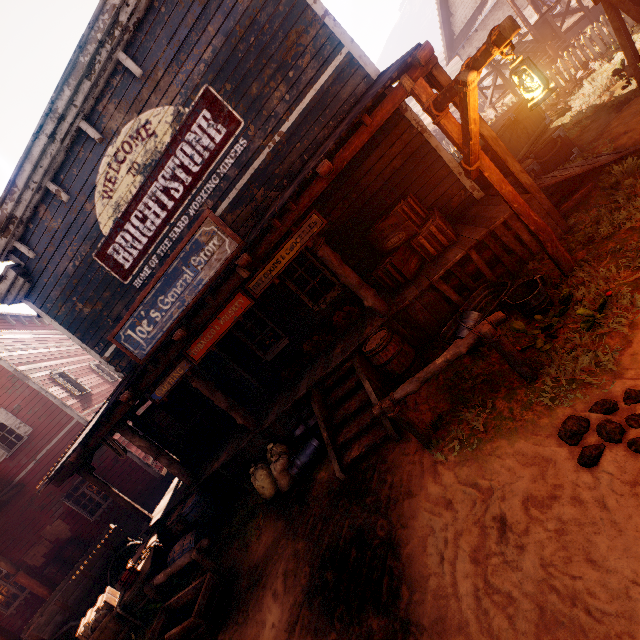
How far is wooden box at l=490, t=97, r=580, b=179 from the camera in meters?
7.0 m

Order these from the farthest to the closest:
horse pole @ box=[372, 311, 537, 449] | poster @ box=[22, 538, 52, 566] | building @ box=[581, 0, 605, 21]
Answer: building @ box=[581, 0, 605, 21] → poster @ box=[22, 538, 52, 566] → horse pole @ box=[372, 311, 537, 449]

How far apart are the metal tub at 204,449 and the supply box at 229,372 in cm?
167

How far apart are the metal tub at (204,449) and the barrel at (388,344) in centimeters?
581cm

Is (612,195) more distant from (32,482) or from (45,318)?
(32,482)

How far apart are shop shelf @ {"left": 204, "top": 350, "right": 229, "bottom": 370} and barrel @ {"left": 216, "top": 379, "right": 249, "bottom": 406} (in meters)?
2.18

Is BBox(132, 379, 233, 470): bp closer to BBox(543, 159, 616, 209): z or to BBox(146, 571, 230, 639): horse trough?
BBox(543, 159, 616, 209): z

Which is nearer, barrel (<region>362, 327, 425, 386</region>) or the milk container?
barrel (<region>362, 327, 425, 386</region>)
